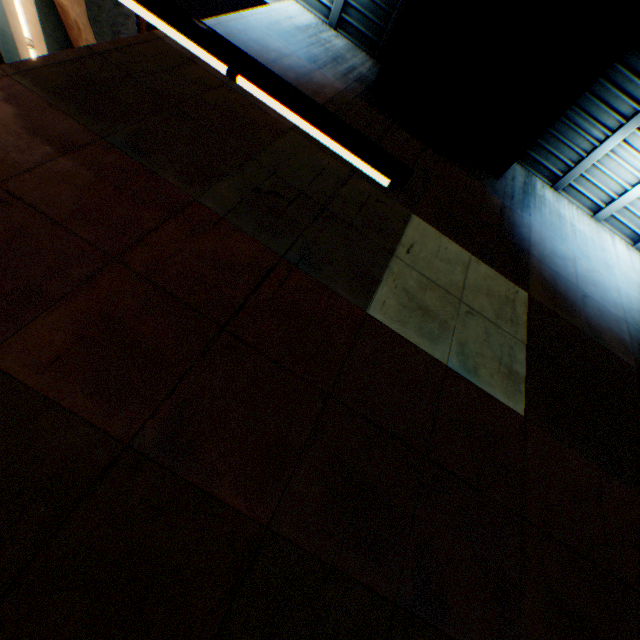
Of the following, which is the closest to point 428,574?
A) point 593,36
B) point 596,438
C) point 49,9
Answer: point 596,438

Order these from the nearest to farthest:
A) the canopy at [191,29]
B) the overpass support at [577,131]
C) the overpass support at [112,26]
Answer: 1. the canopy at [191,29]
2. the overpass support at [577,131]
3. the overpass support at [112,26]

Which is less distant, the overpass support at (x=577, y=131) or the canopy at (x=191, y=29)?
the canopy at (x=191, y=29)

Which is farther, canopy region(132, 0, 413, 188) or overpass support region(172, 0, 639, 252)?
overpass support region(172, 0, 639, 252)

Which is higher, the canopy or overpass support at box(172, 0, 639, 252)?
overpass support at box(172, 0, 639, 252)

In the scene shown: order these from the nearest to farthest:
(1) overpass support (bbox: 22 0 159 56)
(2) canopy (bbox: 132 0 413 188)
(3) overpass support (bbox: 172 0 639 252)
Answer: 1. (2) canopy (bbox: 132 0 413 188)
2. (3) overpass support (bbox: 172 0 639 252)
3. (1) overpass support (bbox: 22 0 159 56)
